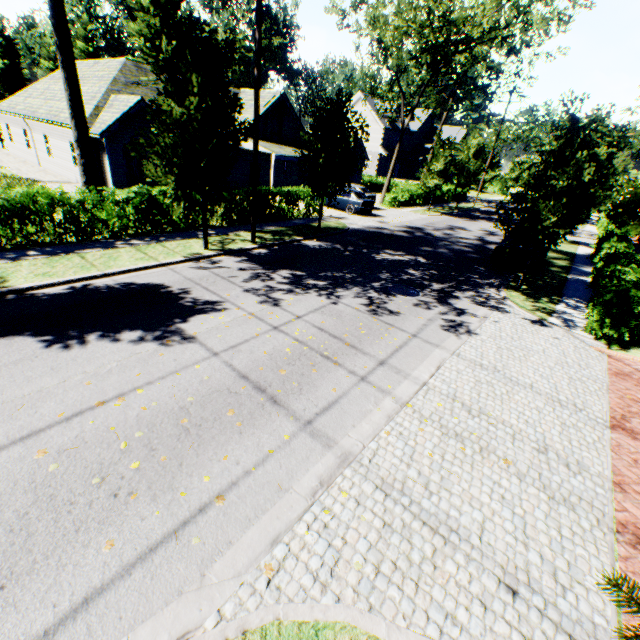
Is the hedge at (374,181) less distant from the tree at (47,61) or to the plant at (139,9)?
the tree at (47,61)

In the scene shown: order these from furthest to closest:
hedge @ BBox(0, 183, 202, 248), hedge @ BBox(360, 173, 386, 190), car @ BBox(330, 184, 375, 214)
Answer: hedge @ BBox(360, 173, 386, 190) < car @ BBox(330, 184, 375, 214) < hedge @ BBox(0, 183, 202, 248)

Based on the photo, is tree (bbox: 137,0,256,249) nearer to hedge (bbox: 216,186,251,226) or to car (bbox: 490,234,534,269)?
hedge (bbox: 216,186,251,226)

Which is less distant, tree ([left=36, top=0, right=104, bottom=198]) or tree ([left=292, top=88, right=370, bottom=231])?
tree ([left=36, top=0, right=104, bottom=198])

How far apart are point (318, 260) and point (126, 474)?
10.6m

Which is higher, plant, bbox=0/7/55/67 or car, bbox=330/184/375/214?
plant, bbox=0/7/55/67

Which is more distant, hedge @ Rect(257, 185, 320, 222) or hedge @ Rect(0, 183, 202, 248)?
hedge @ Rect(257, 185, 320, 222)

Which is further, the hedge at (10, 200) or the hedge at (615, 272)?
the hedge at (10, 200)
